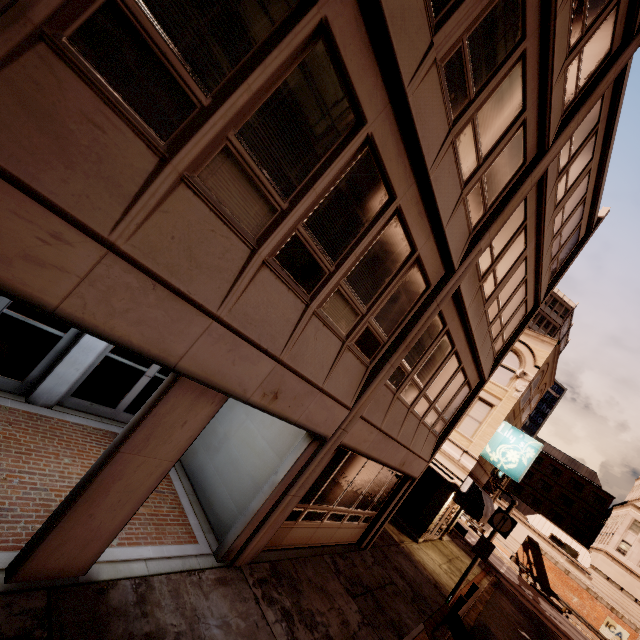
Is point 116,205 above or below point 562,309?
below

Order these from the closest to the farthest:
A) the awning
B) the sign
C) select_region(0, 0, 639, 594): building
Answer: select_region(0, 0, 639, 594): building → the awning → the sign

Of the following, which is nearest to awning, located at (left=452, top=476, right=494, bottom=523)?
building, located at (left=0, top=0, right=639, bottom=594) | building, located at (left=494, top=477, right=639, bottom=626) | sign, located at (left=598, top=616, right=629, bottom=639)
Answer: building, located at (left=0, top=0, right=639, bottom=594)

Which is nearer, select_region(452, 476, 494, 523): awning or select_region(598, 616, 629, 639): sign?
select_region(452, 476, 494, 523): awning

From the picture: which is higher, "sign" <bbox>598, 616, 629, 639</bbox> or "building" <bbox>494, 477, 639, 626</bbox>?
"building" <bbox>494, 477, 639, 626</bbox>

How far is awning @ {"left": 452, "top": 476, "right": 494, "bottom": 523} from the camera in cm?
1619

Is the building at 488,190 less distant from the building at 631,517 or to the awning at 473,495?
the awning at 473,495

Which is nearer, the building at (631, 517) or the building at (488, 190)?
the building at (488, 190)
